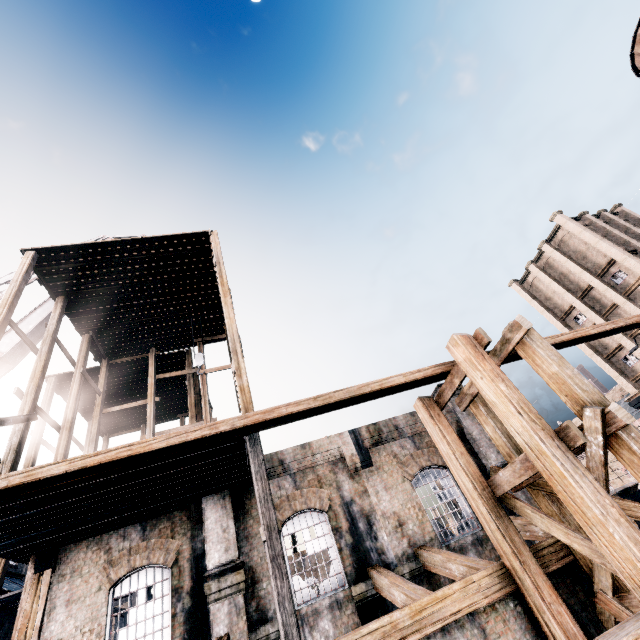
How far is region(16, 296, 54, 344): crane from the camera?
19.20m

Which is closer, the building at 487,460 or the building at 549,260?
the building at 487,460

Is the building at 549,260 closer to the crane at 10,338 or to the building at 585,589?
the building at 585,589

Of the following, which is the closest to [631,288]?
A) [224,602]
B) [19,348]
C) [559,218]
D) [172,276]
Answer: [559,218]

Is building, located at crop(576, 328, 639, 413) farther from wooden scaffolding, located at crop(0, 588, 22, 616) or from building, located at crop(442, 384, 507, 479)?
wooden scaffolding, located at crop(0, 588, 22, 616)

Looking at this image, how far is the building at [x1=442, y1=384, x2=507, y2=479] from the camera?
14.82m

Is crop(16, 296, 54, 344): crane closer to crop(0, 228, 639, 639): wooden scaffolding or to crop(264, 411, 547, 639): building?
crop(0, 228, 639, 639): wooden scaffolding

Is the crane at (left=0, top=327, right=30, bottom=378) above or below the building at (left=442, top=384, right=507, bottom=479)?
above
